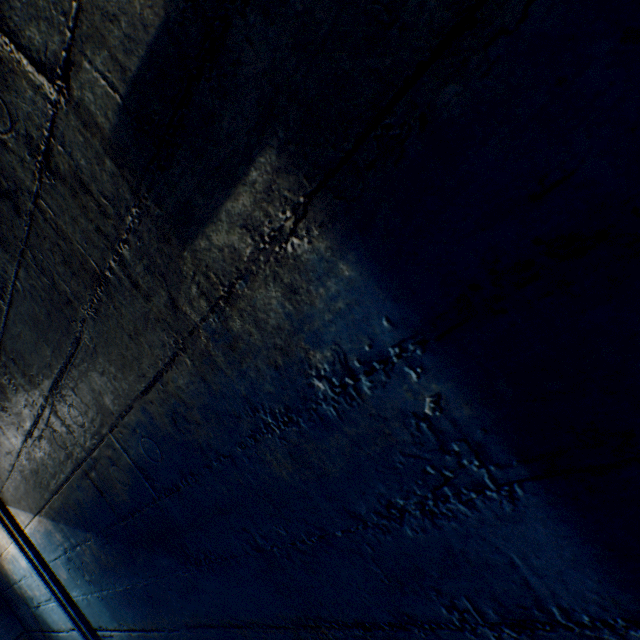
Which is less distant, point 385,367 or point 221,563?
point 385,367
